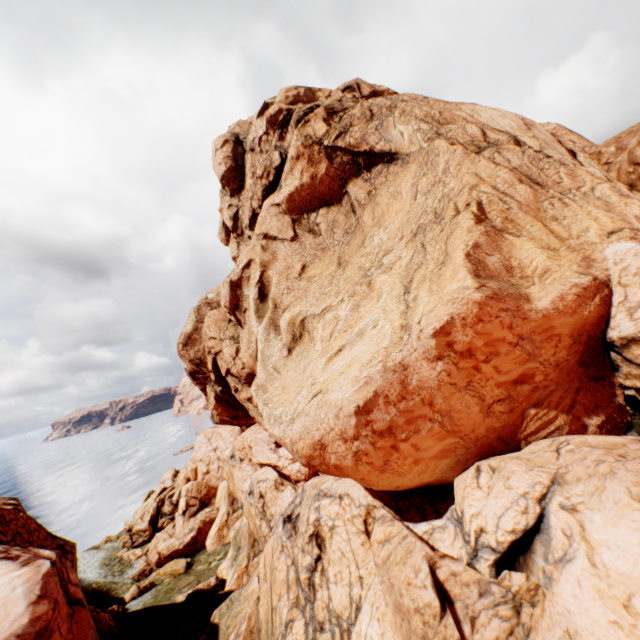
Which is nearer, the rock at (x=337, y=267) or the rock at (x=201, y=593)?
the rock at (x=337, y=267)

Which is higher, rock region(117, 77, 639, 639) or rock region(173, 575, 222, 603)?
rock region(117, 77, 639, 639)

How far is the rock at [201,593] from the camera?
24.5m

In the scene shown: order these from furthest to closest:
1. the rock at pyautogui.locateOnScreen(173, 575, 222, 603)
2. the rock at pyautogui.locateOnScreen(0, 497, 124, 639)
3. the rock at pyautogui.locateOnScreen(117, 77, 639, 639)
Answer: the rock at pyautogui.locateOnScreen(173, 575, 222, 603)
the rock at pyautogui.locateOnScreen(0, 497, 124, 639)
the rock at pyautogui.locateOnScreen(117, 77, 639, 639)

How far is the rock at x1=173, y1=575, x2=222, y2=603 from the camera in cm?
2450

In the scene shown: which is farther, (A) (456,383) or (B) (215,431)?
(B) (215,431)

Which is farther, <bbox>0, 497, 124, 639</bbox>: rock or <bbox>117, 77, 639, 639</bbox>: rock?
<bbox>0, 497, 124, 639</bbox>: rock
